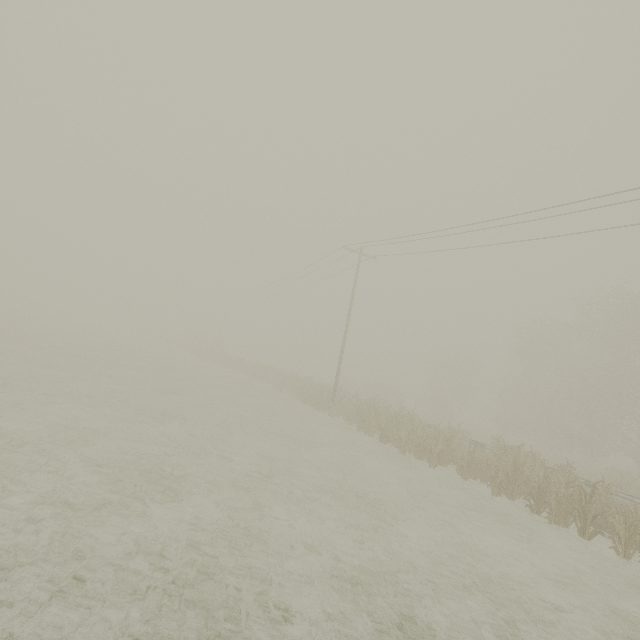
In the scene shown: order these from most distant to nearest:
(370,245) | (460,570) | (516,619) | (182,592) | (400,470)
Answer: (370,245) < (400,470) < (460,570) < (516,619) < (182,592)
